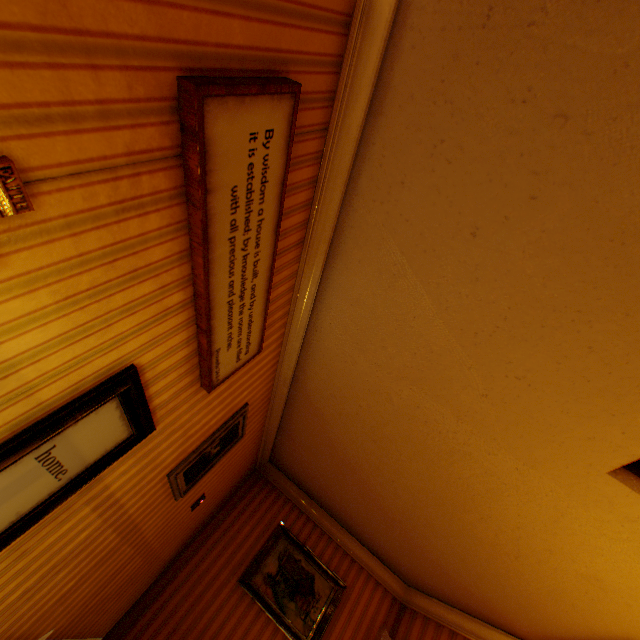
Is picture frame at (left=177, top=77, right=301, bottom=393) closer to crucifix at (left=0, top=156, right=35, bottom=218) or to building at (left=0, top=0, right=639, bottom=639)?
building at (left=0, top=0, right=639, bottom=639)

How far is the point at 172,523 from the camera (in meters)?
3.86

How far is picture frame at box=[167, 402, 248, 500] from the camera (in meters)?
3.06

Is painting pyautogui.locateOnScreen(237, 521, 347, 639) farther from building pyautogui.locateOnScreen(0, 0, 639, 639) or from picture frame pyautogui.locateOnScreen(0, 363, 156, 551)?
picture frame pyautogui.locateOnScreen(0, 363, 156, 551)

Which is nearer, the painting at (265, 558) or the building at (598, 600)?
the building at (598, 600)

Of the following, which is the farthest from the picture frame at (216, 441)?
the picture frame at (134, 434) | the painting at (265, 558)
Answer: the painting at (265, 558)

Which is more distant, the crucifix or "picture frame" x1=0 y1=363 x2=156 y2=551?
"picture frame" x1=0 y1=363 x2=156 y2=551

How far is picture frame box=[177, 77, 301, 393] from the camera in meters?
1.2 m
